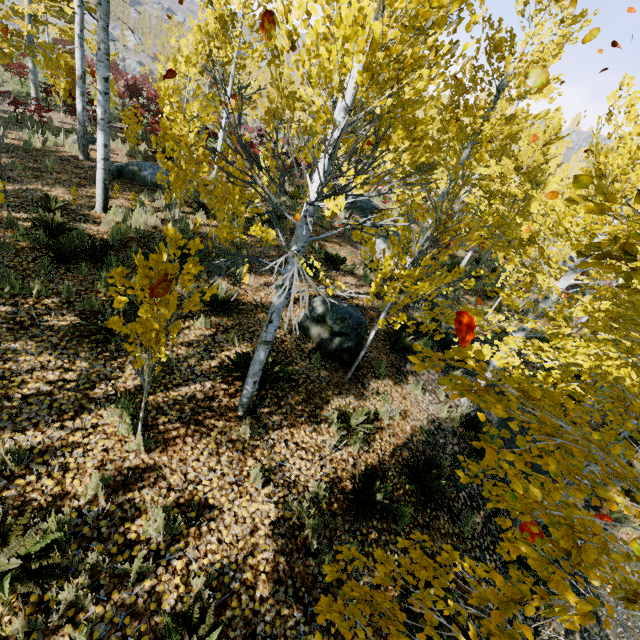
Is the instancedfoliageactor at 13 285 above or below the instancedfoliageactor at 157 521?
above

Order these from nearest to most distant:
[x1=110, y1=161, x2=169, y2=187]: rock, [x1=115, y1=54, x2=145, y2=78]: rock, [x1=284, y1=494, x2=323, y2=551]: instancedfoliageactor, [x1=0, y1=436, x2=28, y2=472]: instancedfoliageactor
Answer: [x1=0, y1=436, x2=28, y2=472]: instancedfoliageactor
[x1=284, y1=494, x2=323, y2=551]: instancedfoliageactor
[x1=110, y1=161, x2=169, y2=187]: rock
[x1=115, y1=54, x2=145, y2=78]: rock

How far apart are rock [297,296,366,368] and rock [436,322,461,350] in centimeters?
363cm

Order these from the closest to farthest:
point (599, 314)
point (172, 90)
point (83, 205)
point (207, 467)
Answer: point (207, 467) → point (599, 314) → point (83, 205) → point (172, 90)

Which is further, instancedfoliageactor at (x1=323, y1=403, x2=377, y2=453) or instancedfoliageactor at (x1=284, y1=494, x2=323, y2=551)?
instancedfoliageactor at (x1=323, y1=403, x2=377, y2=453)

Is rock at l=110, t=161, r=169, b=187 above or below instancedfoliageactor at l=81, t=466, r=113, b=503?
above

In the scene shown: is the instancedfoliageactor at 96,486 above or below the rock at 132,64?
below

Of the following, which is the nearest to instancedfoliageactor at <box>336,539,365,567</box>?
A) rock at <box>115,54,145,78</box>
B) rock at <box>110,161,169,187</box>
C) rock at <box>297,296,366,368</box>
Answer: rock at <box>110,161,169,187</box>
